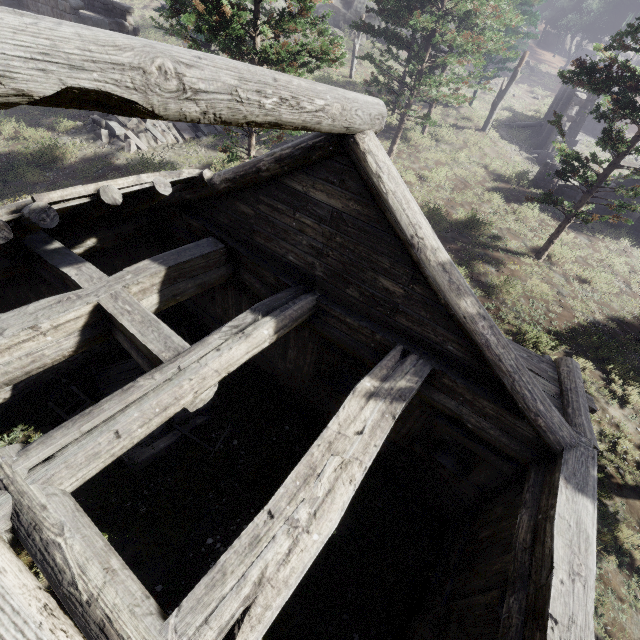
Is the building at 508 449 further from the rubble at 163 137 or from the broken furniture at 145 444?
the rubble at 163 137

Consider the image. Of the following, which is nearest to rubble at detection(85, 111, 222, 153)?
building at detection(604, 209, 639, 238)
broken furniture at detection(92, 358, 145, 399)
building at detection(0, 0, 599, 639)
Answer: building at detection(0, 0, 599, 639)

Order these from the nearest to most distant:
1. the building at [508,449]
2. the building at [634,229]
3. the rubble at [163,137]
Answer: the building at [508,449] < the rubble at [163,137] < the building at [634,229]

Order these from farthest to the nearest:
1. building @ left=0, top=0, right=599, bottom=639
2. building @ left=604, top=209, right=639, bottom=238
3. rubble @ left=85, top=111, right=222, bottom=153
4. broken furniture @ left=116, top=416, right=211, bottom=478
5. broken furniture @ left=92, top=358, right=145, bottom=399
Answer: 1. building @ left=604, top=209, right=639, bottom=238
2. rubble @ left=85, top=111, right=222, bottom=153
3. broken furniture @ left=92, top=358, right=145, bottom=399
4. broken furniture @ left=116, top=416, right=211, bottom=478
5. building @ left=0, top=0, right=599, bottom=639

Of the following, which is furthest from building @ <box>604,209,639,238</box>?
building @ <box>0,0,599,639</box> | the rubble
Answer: the rubble

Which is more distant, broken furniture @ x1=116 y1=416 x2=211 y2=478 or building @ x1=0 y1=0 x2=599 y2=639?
broken furniture @ x1=116 y1=416 x2=211 y2=478

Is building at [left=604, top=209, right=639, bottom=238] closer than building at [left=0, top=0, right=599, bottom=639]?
No

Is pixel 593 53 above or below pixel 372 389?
above
